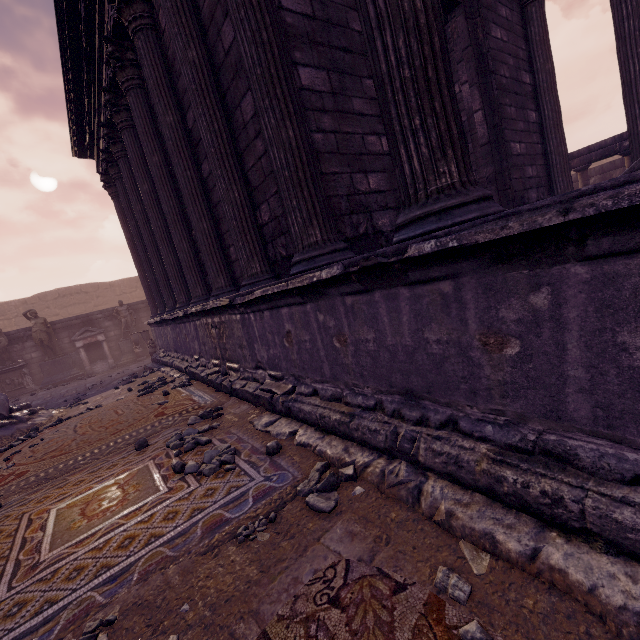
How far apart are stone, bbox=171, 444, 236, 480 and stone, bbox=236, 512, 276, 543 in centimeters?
78cm

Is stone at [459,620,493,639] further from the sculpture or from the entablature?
the sculpture

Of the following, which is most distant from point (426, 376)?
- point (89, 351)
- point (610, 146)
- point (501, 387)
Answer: point (89, 351)

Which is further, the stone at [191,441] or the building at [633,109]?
the building at [633,109]

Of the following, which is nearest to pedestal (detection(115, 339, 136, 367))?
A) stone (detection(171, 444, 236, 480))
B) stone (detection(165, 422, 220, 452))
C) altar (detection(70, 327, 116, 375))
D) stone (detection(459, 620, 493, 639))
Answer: altar (detection(70, 327, 116, 375))

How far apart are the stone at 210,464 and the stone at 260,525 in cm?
78

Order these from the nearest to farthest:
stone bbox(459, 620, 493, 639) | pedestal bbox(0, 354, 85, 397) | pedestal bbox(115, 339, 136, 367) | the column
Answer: stone bbox(459, 620, 493, 639), the column, pedestal bbox(0, 354, 85, 397), pedestal bbox(115, 339, 136, 367)

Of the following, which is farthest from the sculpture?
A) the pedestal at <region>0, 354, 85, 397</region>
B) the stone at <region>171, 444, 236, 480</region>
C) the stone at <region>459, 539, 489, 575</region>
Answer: the stone at <region>459, 539, 489, 575</region>
